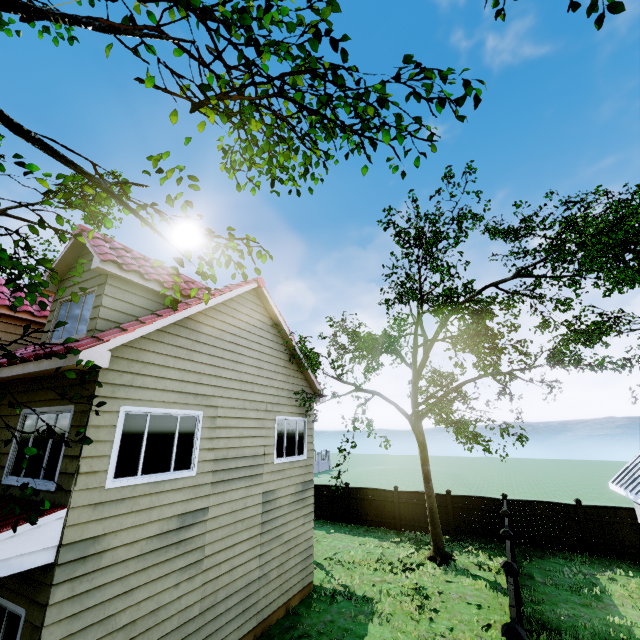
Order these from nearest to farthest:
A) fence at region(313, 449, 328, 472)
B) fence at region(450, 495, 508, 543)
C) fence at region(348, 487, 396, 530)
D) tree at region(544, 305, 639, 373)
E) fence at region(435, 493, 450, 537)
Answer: tree at region(544, 305, 639, 373) < fence at region(450, 495, 508, 543) < fence at region(435, 493, 450, 537) < fence at region(348, 487, 396, 530) < fence at region(313, 449, 328, 472)

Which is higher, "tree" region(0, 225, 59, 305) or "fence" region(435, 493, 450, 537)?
"tree" region(0, 225, 59, 305)

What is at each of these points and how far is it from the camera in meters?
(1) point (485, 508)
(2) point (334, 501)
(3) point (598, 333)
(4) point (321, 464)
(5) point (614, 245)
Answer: (1) fence, 15.3 m
(2) fence, 18.8 m
(3) tree, 12.0 m
(4) fence, 45.0 m
(5) tree, 19.8 m

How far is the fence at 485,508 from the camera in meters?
14.9

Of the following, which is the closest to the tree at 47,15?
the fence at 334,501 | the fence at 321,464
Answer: the fence at 321,464

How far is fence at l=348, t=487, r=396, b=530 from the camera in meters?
17.2

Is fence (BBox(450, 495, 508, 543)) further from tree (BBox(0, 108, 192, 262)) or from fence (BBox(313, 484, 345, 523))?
tree (BBox(0, 108, 192, 262))
